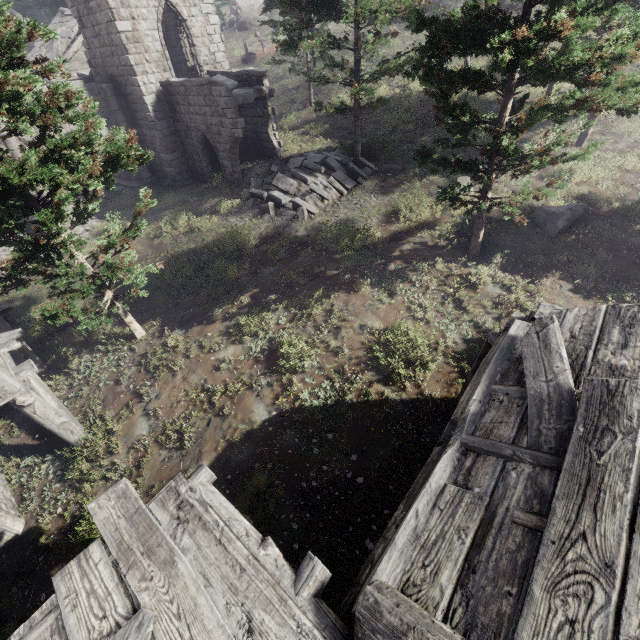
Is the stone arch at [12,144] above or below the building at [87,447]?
above

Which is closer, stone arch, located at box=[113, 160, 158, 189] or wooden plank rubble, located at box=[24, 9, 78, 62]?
stone arch, located at box=[113, 160, 158, 189]

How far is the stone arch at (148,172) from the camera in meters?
20.4

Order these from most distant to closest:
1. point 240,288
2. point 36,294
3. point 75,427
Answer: point 36,294 < point 240,288 < point 75,427

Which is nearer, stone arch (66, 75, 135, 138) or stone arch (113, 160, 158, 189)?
stone arch (66, 75, 135, 138)

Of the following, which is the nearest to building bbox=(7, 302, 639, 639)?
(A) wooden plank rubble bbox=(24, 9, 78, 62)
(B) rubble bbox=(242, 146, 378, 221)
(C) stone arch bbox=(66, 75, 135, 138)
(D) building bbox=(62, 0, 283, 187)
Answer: (C) stone arch bbox=(66, 75, 135, 138)

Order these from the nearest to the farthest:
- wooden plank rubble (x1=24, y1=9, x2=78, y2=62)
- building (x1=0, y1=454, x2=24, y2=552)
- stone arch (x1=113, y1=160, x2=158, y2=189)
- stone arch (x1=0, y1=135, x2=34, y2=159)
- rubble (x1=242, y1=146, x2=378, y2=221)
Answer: building (x1=0, y1=454, x2=24, y2=552) → rubble (x1=242, y1=146, x2=378, y2=221) → stone arch (x1=0, y1=135, x2=34, y2=159) → stone arch (x1=113, y1=160, x2=158, y2=189) → wooden plank rubble (x1=24, y1=9, x2=78, y2=62)

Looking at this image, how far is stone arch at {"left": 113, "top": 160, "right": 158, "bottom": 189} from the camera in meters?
20.4 m
